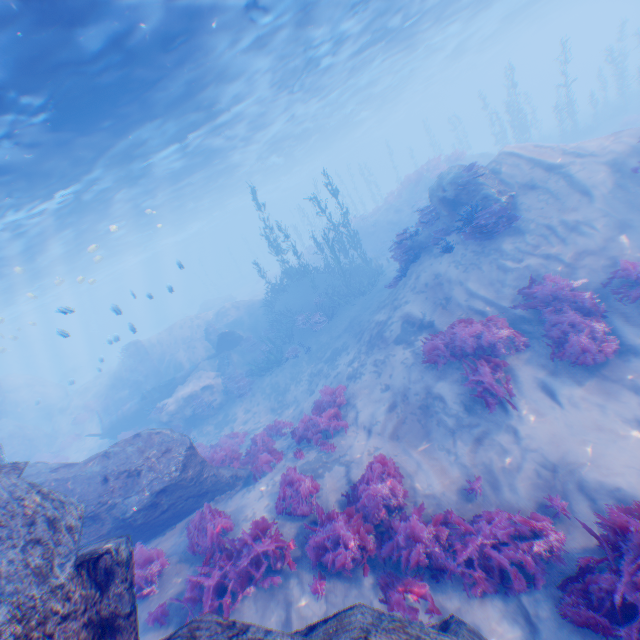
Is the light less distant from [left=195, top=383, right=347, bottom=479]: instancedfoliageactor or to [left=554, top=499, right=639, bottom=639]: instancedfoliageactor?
[left=195, top=383, right=347, bottom=479]: instancedfoliageactor

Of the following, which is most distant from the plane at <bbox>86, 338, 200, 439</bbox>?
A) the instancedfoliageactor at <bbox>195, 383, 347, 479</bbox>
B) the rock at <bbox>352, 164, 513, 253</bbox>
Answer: the instancedfoliageactor at <bbox>195, 383, 347, 479</bbox>

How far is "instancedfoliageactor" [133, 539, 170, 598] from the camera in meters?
6.4

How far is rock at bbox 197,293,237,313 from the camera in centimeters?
4132cm

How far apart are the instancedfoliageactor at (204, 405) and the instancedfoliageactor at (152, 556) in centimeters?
1087cm

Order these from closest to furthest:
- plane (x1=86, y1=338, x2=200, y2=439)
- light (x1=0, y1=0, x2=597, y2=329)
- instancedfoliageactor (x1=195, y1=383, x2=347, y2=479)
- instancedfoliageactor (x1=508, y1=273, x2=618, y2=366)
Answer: instancedfoliageactor (x1=508, y1=273, x2=618, y2=366), light (x1=0, y1=0, x2=597, y2=329), instancedfoliageactor (x1=195, y1=383, x2=347, y2=479), plane (x1=86, y1=338, x2=200, y2=439)

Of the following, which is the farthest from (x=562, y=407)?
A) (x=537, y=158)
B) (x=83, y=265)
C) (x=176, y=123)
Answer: (x=83, y=265)

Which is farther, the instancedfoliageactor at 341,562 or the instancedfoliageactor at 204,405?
the instancedfoliageactor at 204,405
